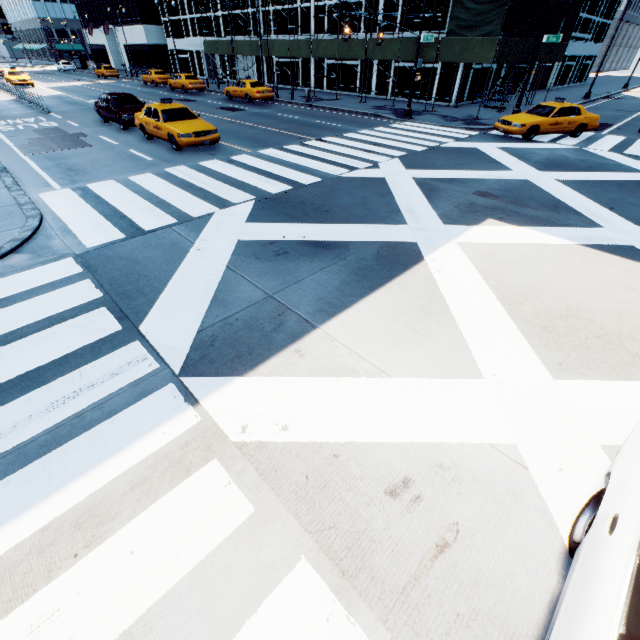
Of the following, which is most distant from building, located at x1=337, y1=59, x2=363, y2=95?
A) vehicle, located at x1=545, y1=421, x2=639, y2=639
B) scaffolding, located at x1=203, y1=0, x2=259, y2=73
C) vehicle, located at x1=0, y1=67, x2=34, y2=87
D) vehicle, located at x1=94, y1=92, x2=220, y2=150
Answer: vehicle, located at x1=545, y1=421, x2=639, y2=639

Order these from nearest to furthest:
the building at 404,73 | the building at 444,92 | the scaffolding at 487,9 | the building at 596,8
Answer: the scaffolding at 487,9 < the building at 444,92 < the building at 404,73 < the building at 596,8

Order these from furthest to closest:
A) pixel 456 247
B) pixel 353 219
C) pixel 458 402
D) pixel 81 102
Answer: pixel 81 102 < pixel 353 219 < pixel 456 247 < pixel 458 402

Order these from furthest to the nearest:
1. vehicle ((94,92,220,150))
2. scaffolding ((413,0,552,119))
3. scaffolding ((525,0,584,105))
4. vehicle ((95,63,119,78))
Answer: vehicle ((95,63,119,78))
scaffolding ((525,0,584,105))
scaffolding ((413,0,552,119))
vehicle ((94,92,220,150))

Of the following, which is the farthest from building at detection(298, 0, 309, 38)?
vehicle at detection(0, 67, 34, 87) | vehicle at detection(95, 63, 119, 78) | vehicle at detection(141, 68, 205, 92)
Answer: vehicle at detection(0, 67, 34, 87)

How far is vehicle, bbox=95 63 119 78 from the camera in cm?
4447

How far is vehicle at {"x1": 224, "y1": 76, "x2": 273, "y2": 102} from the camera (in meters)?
25.70

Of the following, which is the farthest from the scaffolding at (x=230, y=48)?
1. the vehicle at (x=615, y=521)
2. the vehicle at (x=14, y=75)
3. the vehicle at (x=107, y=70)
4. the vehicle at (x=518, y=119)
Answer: the vehicle at (x=615, y=521)
